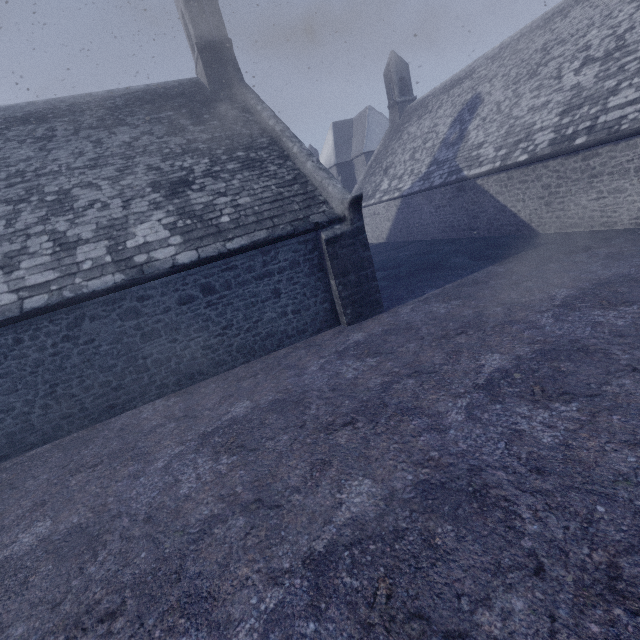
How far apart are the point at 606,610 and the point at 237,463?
4.1m
